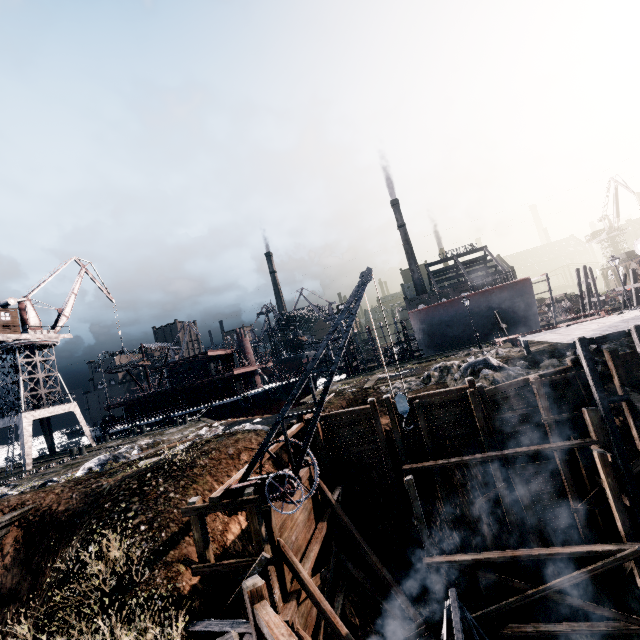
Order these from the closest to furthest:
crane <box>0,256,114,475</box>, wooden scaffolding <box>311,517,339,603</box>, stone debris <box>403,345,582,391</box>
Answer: wooden scaffolding <box>311,517,339,603</box>
stone debris <box>403,345,582,391</box>
crane <box>0,256,114,475</box>

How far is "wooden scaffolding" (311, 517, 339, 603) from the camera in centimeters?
1276cm

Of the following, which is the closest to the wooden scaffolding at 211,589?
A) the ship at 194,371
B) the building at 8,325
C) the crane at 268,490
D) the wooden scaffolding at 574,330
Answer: the crane at 268,490

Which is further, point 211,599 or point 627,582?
point 627,582

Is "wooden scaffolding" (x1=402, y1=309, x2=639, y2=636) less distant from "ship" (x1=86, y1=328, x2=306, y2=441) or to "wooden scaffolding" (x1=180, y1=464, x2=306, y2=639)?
"wooden scaffolding" (x1=180, y1=464, x2=306, y2=639)

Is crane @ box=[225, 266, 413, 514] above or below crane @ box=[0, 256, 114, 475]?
below

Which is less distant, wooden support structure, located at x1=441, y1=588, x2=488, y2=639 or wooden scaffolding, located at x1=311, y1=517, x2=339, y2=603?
wooden support structure, located at x1=441, y1=588, x2=488, y2=639

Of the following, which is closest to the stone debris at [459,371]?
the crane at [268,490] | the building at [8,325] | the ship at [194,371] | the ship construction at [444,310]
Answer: the crane at [268,490]
